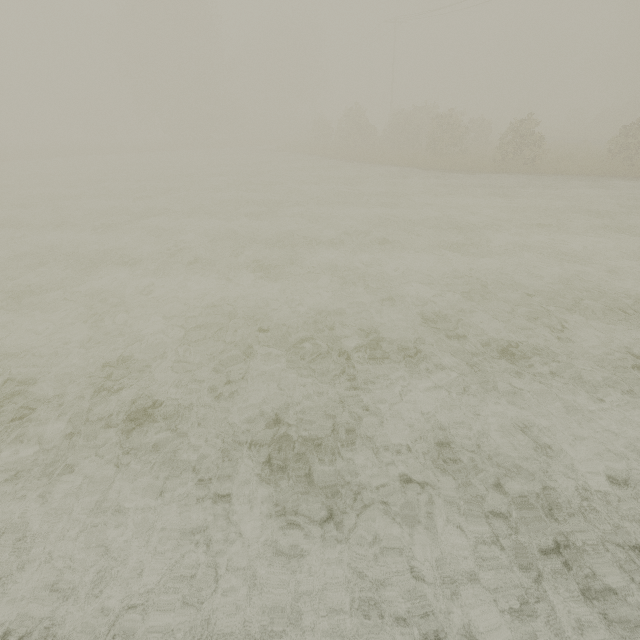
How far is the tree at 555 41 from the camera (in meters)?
56.97

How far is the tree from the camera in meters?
57.0

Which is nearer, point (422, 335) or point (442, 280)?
point (422, 335)
